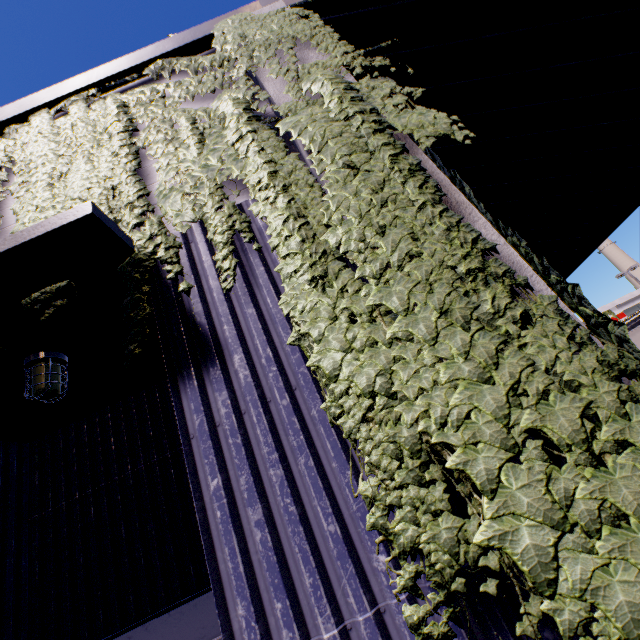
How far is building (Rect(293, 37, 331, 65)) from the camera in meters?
2.9 m

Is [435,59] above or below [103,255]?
above

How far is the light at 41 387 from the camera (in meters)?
2.80

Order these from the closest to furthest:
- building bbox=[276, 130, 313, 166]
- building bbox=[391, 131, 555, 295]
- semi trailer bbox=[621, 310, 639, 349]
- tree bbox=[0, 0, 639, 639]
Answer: tree bbox=[0, 0, 639, 639] → building bbox=[391, 131, 555, 295] → building bbox=[276, 130, 313, 166] → semi trailer bbox=[621, 310, 639, 349]

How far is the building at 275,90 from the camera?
2.8m

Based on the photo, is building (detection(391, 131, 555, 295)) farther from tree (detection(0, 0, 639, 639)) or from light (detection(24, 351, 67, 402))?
light (detection(24, 351, 67, 402))

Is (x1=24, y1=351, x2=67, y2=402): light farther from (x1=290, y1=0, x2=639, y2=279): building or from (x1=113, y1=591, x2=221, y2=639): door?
(x1=113, y1=591, x2=221, y2=639): door

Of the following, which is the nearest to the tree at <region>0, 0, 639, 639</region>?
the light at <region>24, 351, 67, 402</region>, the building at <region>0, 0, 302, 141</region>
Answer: the building at <region>0, 0, 302, 141</region>
